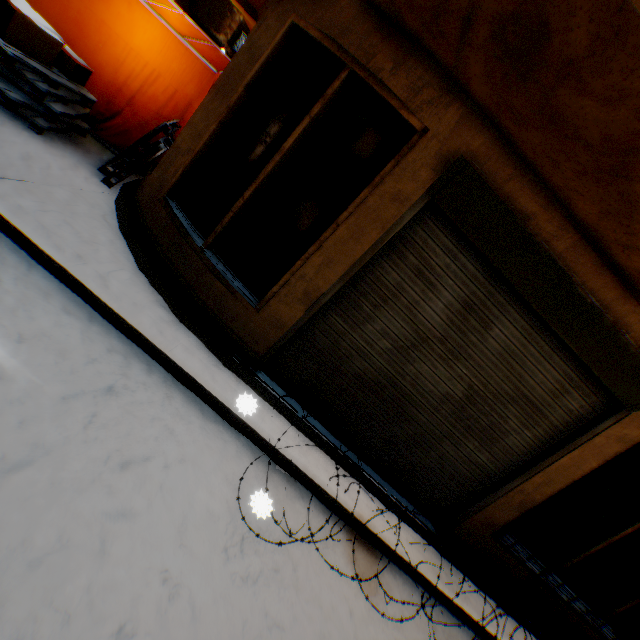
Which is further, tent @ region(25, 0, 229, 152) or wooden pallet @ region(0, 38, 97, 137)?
tent @ region(25, 0, 229, 152)

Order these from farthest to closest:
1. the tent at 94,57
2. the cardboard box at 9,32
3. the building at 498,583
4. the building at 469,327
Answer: the tent at 94,57
the building at 498,583
the cardboard box at 9,32
the building at 469,327

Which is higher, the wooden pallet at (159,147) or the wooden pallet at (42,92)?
the wooden pallet at (159,147)

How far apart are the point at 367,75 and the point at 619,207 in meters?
2.3 m

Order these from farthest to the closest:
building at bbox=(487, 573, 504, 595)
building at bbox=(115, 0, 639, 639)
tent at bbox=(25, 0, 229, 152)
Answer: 1. tent at bbox=(25, 0, 229, 152)
2. building at bbox=(487, 573, 504, 595)
3. building at bbox=(115, 0, 639, 639)

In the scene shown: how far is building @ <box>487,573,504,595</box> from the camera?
4.1m
